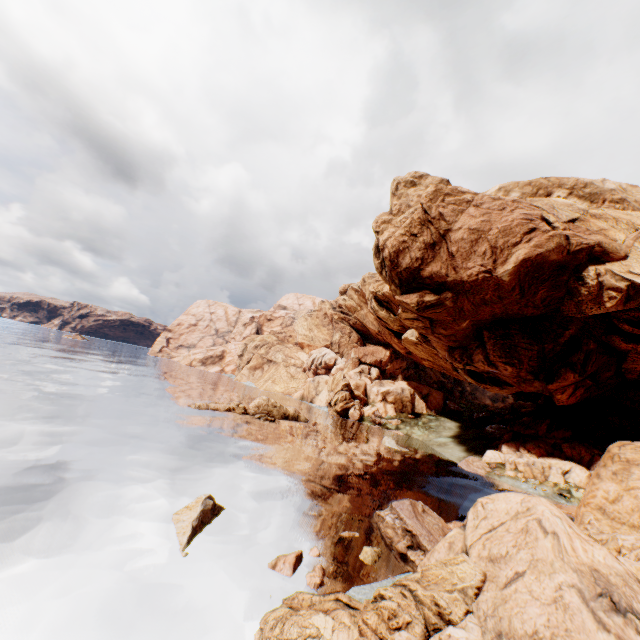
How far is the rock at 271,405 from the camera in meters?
41.5

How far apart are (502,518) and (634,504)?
4.07m

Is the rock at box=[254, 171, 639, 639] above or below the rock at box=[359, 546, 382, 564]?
above

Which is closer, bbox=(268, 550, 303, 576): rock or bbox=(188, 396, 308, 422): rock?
bbox=(268, 550, 303, 576): rock

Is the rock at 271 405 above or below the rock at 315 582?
above

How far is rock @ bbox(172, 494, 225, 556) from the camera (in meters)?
13.28

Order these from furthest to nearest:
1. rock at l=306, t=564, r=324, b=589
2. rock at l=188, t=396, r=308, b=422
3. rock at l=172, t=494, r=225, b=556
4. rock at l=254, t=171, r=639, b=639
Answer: rock at l=188, t=396, r=308, b=422 → rock at l=172, t=494, r=225, b=556 → rock at l=306, t=564, r=324, b=589 → rock at l=254, t=171, r=639, b=639
